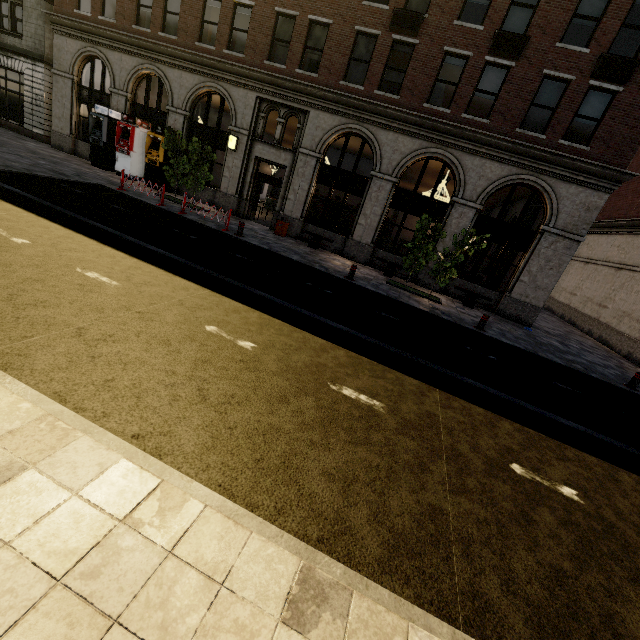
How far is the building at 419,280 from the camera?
15.7 meters

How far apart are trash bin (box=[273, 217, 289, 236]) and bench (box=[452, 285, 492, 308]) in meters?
8.9 m

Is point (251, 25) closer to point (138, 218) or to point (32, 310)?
point (138, 218)

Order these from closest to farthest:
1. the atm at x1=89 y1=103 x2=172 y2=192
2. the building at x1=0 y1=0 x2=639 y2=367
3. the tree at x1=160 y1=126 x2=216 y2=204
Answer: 1. the building at x1=0 y1=0 x2=639 y2=367
2. the tree at x1=160 y1=126 x2=216 y2=204
3. the atm at x1=89 y1=103 x2=172 y2=192

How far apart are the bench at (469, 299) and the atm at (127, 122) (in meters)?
18.54

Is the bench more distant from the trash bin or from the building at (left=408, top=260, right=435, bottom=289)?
the trash bin

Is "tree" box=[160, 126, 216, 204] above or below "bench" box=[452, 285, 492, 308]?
above

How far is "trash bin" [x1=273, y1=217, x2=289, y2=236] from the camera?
16.5 meters
